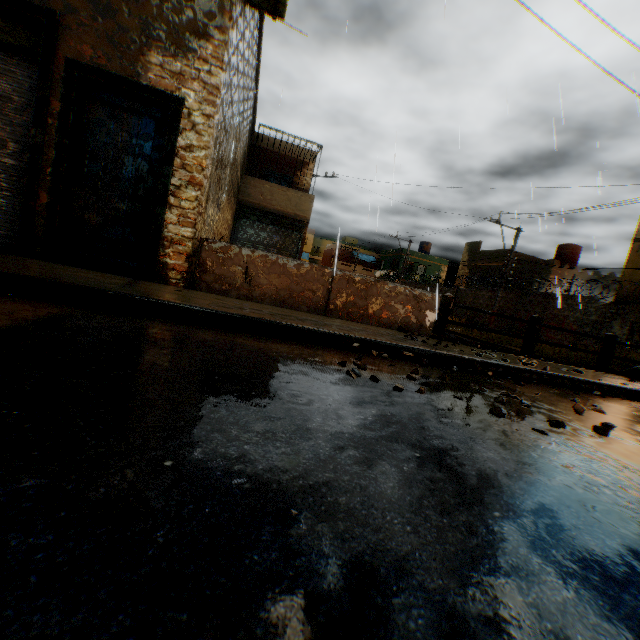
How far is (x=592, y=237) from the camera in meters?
7.6

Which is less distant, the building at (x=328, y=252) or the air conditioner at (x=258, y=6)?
the air conditioner at (x=258, y=6)

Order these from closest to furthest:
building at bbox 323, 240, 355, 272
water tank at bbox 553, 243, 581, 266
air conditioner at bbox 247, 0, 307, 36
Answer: air conditioner at bbox 247, 0, 307, 36, water tank at bbox 553, 243, 581, 266, building at bbox 323, 240, 355, 272

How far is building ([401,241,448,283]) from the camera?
42.0m

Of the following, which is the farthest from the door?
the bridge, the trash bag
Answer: the trash bag

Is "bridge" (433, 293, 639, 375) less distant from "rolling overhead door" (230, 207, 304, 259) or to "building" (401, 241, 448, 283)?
"rolling overhead door" (230, 207, 304, 259)

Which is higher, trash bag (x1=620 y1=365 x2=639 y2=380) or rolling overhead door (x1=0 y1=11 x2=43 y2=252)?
rolling overhead door (x1=0 y1=11 x2=43 y2=252)

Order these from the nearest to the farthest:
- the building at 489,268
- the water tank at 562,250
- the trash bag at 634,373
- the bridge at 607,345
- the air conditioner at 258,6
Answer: the air conditioner at 258,6
the bridge at 607,345
the trash bag at 634,373
the water tank at 562,250
the building at 489,268
